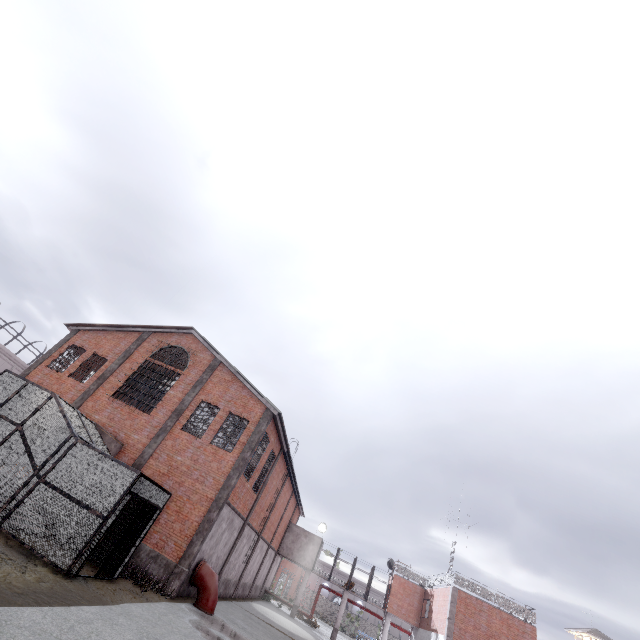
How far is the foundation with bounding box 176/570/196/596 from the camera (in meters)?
14.38

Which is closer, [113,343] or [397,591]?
[113,343]

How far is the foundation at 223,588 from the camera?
19.4m

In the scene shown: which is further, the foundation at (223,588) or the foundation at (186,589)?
the foundation at (223,588)

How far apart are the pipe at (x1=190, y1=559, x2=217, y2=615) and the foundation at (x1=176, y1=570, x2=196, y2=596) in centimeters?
5cm

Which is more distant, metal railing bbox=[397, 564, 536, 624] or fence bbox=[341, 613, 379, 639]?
fence bbox=[341, 613, 379, 639]

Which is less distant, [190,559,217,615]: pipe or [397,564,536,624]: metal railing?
[190,559,217,615]: pipe

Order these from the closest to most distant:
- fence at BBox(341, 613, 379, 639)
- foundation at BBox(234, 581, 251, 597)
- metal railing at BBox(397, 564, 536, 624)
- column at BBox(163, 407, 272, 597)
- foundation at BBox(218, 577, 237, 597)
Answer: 1. column at BBox(163, 407, 272, 597)
2. foundation at BBox(218, 577, 237, 597)
3. foundation at BBox(234, 581, 251, 597)
4. metal railing at BBox(397, 564, 536, 624)
5. fence at BBox(341, 613, 379, 639)
